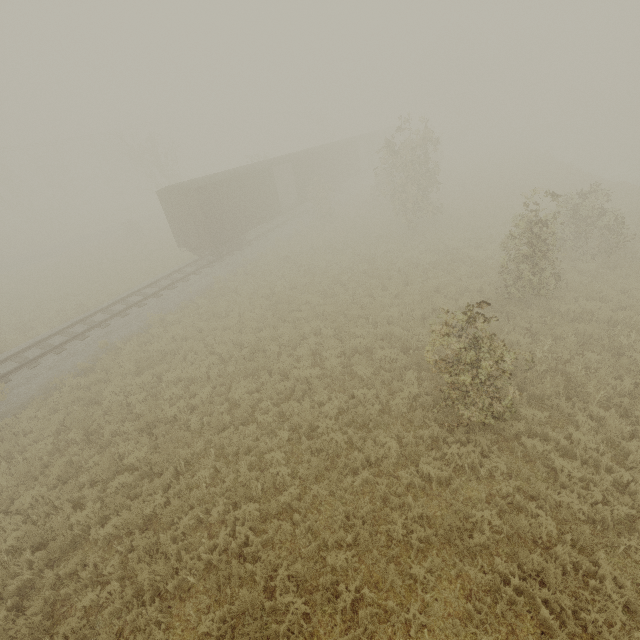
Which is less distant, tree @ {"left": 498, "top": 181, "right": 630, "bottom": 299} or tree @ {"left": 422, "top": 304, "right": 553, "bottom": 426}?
tree @ {"left": 422, "top": 304, "right": 553, "bottom": 426}

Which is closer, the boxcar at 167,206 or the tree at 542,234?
the tree at 542,234

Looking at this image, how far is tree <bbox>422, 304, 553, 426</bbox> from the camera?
6.4 meters

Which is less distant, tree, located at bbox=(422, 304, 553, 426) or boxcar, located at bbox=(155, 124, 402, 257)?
tree, located at bbox=(422, 304, 553, 426)

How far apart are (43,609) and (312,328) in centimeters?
1011cm

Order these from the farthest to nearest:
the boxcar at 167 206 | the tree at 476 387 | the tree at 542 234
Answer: the boxcar at 167 206
the tree at 542 234
the tree at 476 387

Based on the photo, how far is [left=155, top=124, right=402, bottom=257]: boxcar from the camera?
19.5 meters
